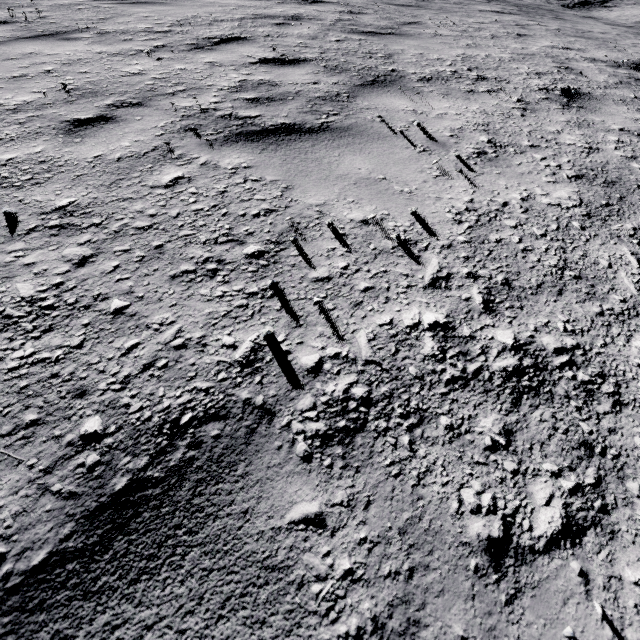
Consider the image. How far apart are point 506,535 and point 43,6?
8.4 meters
